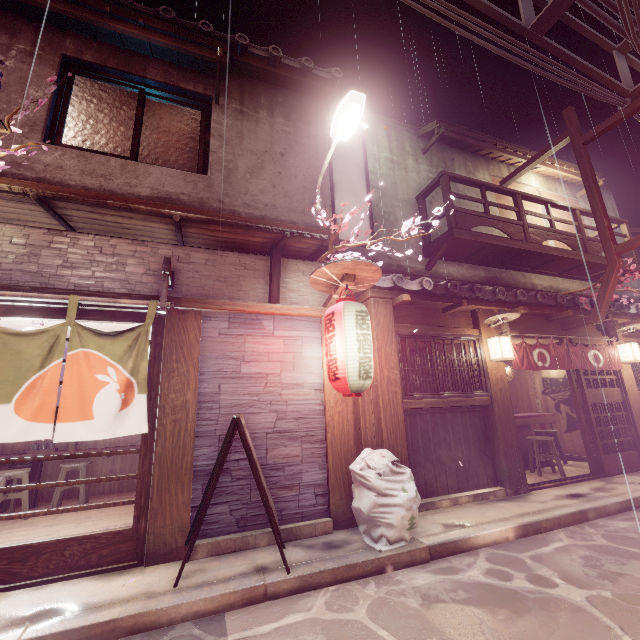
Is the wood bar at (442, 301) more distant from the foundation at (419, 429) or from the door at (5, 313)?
the door at (5, 313)

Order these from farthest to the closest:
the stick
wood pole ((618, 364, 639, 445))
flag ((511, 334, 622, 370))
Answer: wood pole ((618, 364, 639, 445)) < flag ((511, 334, 622, 370)) < the stick

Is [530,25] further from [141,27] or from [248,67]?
[141,27]

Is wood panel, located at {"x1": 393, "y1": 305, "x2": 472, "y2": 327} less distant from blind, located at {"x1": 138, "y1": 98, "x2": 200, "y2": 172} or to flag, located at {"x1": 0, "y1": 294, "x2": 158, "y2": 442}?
flag, located at {"x1": 0, "y1": 294, "x2": 158, "y2": 442}

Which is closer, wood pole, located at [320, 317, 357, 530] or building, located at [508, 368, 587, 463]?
wood pole, located at [320, 317, 357, 530]

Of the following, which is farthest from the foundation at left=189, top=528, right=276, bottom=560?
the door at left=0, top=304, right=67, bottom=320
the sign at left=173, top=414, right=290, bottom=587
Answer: the door at left=0, top=304, right=67, bottom=320

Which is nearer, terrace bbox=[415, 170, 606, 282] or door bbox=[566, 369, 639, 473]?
door bbox=[566, 369, 639, 473]

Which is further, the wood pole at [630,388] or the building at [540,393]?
the building at [540,393]
